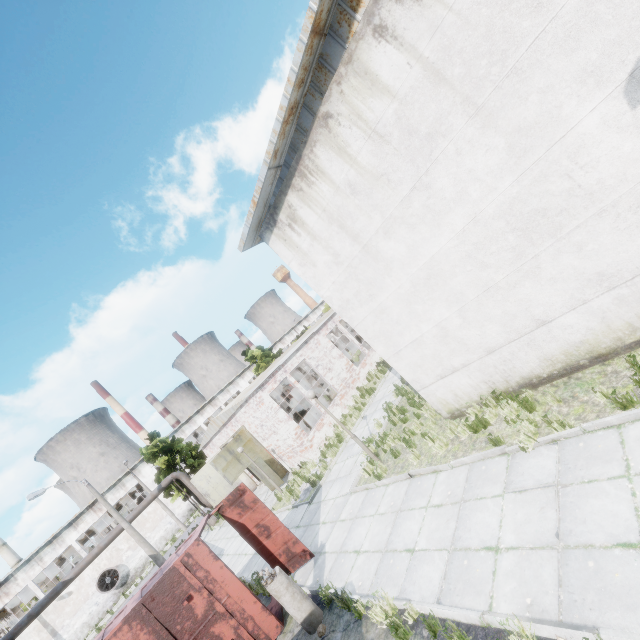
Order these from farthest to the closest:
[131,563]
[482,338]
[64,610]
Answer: [131,563]
[64,610]
[482,338]

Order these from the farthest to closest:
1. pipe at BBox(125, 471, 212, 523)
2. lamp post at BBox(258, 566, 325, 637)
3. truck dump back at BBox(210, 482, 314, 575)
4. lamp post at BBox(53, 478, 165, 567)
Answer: pipe at BBox(125, 471, 212, 523) < lamp post at BBox(53, 478, 165, 567) < truck dump back at BBox(210, 482, 314, 575) < lamp post at BBox(258, 566, 325, 637)

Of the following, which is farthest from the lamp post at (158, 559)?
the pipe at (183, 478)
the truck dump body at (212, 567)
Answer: the truck dump body at (212, 567)

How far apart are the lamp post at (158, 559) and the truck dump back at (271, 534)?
15.5m

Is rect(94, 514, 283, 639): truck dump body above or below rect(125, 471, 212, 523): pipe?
below

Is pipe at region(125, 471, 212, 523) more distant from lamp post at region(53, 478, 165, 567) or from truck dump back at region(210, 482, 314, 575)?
truck dump back at region(210, 482, 314, 575)

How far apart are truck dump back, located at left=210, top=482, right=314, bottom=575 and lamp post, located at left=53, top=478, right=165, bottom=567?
15.5m

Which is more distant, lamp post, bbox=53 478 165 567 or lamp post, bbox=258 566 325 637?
lamp post, bbox=53 478 165 567
